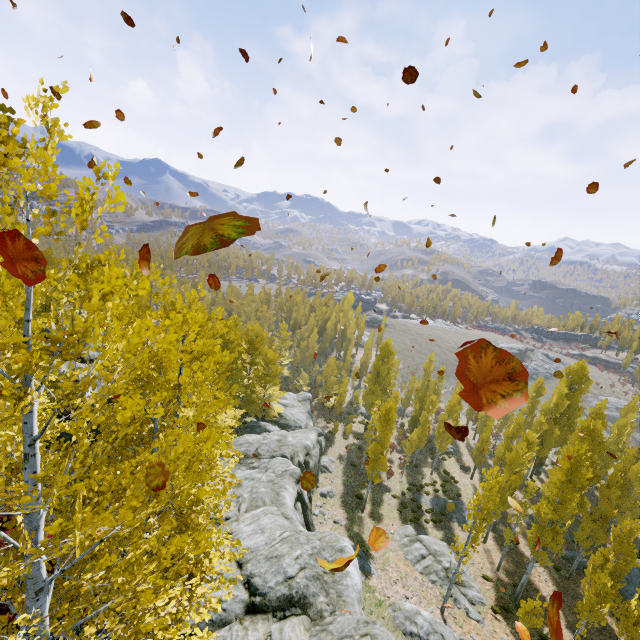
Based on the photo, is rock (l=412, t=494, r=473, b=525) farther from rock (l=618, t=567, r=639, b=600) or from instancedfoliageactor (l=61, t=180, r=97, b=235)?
rock (l=618, t=567, r=639, b=600)

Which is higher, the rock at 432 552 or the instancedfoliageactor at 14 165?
the instancedfoliageactor at 14 165

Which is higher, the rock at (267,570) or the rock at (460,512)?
the rock at (267,570)

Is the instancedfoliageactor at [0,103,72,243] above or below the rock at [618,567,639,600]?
above

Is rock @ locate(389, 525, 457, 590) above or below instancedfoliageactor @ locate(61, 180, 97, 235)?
below

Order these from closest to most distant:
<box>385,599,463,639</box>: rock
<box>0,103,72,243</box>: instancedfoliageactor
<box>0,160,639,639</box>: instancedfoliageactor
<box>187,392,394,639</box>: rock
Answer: <box>0,103,72,243</box>: instancedfoliageactor → <box>0,160,639,639</box>: instancedfoliageactor → <box>187,392,394,639</box>: rock → <box>385,599,463,639</box>: rock

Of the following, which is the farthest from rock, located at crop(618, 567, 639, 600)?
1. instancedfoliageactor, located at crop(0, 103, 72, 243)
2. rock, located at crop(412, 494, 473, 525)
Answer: rock, located at crop(412, 494, 473, 525)

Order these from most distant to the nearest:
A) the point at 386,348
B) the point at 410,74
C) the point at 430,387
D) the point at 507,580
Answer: the point at 430,387 < the point at 386,348 < the point at 507,580 < the point at 410,74
